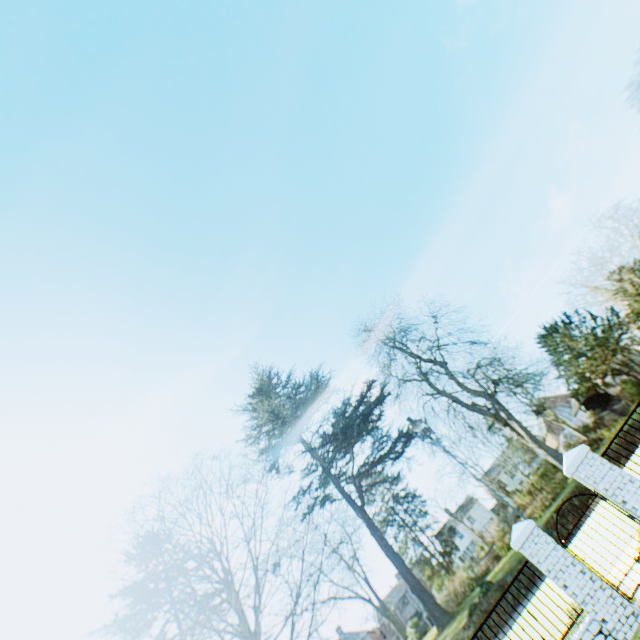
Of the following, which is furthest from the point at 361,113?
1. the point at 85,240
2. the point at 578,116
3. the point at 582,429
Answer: the point at 582,429
